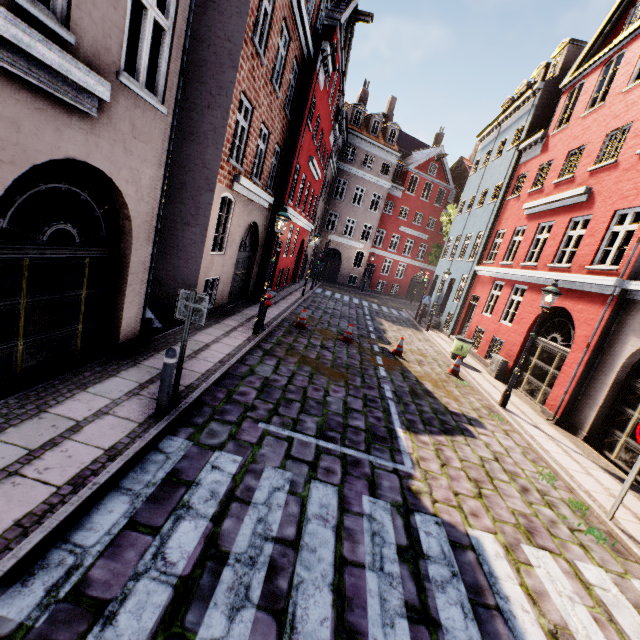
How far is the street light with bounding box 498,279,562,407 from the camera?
8.88m

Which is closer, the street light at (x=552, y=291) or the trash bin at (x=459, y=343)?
the street light at (x=552, y=291)

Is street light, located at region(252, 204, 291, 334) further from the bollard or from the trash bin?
the trash bin

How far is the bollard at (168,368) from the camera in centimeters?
468cm

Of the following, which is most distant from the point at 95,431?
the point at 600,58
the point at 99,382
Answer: the point at 600,58

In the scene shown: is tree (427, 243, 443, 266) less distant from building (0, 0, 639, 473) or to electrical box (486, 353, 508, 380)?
building (0, 0, 639, 473)

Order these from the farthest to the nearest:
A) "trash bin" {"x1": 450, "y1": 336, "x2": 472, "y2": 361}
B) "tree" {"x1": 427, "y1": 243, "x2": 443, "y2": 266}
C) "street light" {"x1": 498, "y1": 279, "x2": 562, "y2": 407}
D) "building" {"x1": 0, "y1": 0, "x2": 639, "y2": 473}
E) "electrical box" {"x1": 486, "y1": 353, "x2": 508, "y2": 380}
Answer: "tree" {"x1": 427, "y1": 243, "x2": 443, "y2": 266}
"trash bin" {"x1": 450, "y1": 336, "x2": 472, "y2": 361}
"electrical box" {"x1": 486, "y1": 353, "x2": 508, "y2": 380}
"street light" {"x1": 498, "y1": 279, "x2": 562, "y2": 407}
"building" {"x1": 0, "y1": 0, "x2": 639, "y2": 473}

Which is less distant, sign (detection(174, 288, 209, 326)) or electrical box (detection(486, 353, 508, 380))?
sign (detection(174, 288, 209, 326))
